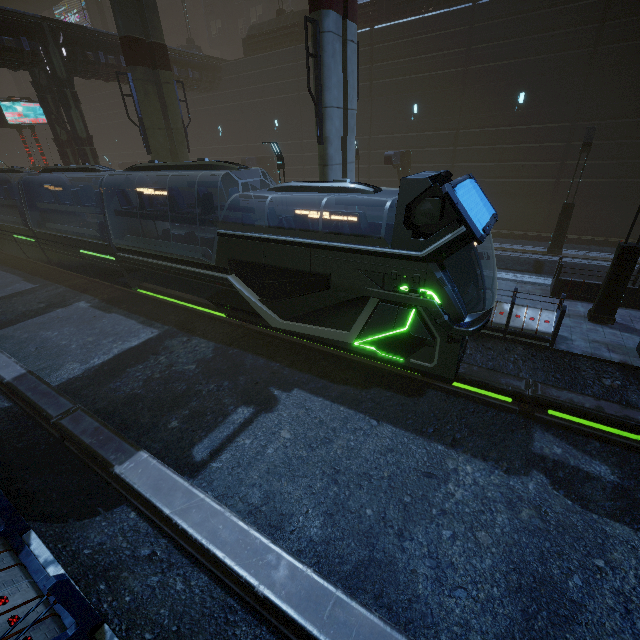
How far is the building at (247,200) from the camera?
30.9 meters

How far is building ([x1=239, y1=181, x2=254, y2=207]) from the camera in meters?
30.9 m

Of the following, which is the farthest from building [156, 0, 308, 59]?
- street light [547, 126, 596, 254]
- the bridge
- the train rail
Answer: the bridge

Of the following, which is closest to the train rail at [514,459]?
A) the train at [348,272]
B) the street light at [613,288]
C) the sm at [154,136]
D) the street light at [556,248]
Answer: the train at [348,272]

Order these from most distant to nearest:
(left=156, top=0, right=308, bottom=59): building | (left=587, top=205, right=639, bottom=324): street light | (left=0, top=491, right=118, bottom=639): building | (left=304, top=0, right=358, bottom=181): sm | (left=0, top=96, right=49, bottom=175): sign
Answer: (left=156, top=0, right=308, bottom=59): building → (left=0, top=96, right=49, bottom=175): sign → (left=304, top=0, right=358, bottom=181): sm → (left=587, top=205, right=639, bottom=324): street light → (left=0, top=491, right=118, bottom=639): building

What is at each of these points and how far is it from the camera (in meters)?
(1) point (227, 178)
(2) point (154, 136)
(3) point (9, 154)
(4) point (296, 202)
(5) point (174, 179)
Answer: (1) building, 31.78
(2) sm, 16.38
(3) building, 55.28
(4) building, 28.94
(5) sm, 17.83

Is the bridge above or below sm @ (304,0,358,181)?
above
